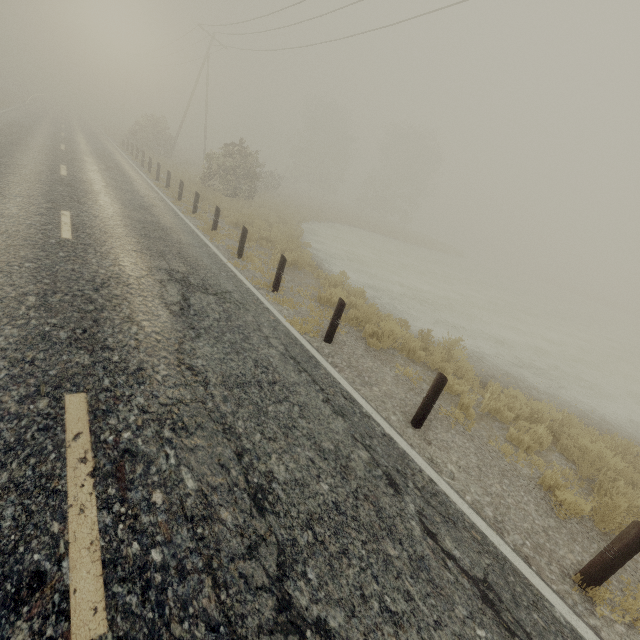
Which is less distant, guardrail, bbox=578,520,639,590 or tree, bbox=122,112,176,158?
guardrail, bbox=578,520,639,590

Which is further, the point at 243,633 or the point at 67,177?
the point at 67,177

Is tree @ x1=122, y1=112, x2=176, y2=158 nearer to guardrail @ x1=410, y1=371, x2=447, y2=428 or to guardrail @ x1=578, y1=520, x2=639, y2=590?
guardrail @ x1=410, y1=371, x2=447, y2=428

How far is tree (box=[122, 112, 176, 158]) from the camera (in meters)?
29.56

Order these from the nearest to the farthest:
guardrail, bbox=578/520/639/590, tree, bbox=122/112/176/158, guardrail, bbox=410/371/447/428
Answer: guardrail, bbox=578/520/639/590, guardrail, bbox=410/371/447/428, tree, bbox=122/112/176/158

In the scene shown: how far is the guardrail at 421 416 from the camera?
4.86m

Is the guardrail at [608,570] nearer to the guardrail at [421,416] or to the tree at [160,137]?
the guardrail at [421,416]

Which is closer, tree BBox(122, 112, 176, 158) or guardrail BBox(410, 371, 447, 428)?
guardrail BBox(410, 371, 447, 428)
